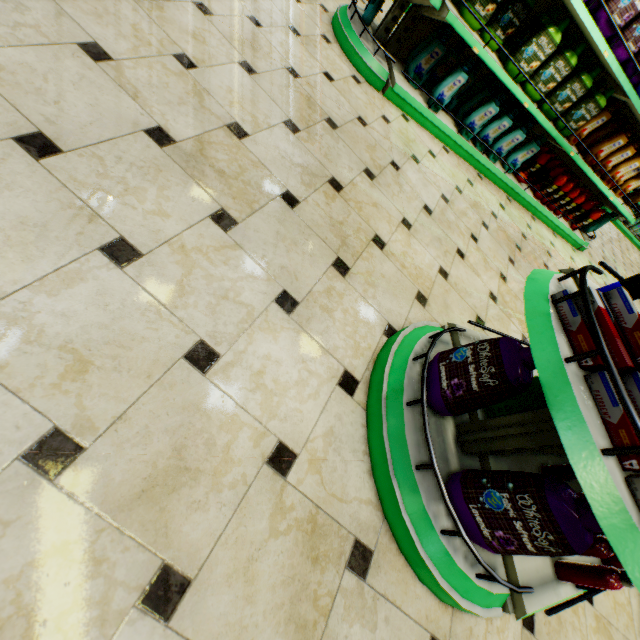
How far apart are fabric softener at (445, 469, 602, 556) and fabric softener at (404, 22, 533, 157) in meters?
3.7 m

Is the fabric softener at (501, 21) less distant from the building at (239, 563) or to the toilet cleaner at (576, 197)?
the building at (239, 563)

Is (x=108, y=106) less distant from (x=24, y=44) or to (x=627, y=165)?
(x=24, y=44)

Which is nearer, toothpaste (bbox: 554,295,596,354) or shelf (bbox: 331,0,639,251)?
toothpaste (bbox: 554,295,596,354)

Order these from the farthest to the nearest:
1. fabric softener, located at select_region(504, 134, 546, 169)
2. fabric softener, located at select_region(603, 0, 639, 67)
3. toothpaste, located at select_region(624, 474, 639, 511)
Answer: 1. fabric softener, located at select_region(504, 134, 546, 169)
2. fabric softener, located at select_region(603, 0, 639, 67)
3. toothpaste, located at select_region(624, 474, 639, 511)

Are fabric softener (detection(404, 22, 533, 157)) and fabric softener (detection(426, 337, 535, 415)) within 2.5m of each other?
no

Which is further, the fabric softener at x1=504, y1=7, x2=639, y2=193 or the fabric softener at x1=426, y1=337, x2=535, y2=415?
the fabric softener at x1=504, y1=7, x2=639, y2=193

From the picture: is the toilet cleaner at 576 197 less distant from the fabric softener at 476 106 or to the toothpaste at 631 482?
the fabric softener at 476 106
